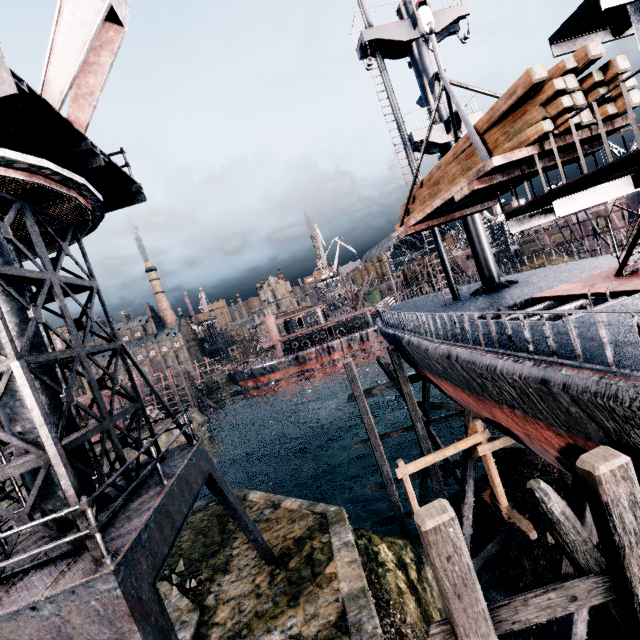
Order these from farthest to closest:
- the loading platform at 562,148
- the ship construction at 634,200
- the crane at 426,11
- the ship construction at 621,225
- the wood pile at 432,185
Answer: the ship construction at 621,225, the ship construction at 634,200, the crane at 426,11, the wood pile at 432,185, the loading platform at 562,148

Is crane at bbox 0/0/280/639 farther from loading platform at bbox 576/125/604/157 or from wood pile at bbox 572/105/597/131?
loading platform at bbox 576/125/604/157

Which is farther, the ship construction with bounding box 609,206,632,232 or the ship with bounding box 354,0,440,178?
the ship construction with bounding box 609,206,632,232

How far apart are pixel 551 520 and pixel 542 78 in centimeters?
775cm

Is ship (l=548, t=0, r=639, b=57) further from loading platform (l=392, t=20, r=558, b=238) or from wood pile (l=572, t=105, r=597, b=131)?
loading platform (l=392, t=20, r=558, b=238)

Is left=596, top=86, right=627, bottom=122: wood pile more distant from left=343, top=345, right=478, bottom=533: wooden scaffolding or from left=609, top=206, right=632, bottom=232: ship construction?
left=609, top=206, right=632, bottom=232: ship construction

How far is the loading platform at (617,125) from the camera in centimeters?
650cm

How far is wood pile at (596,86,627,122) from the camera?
6.1m
